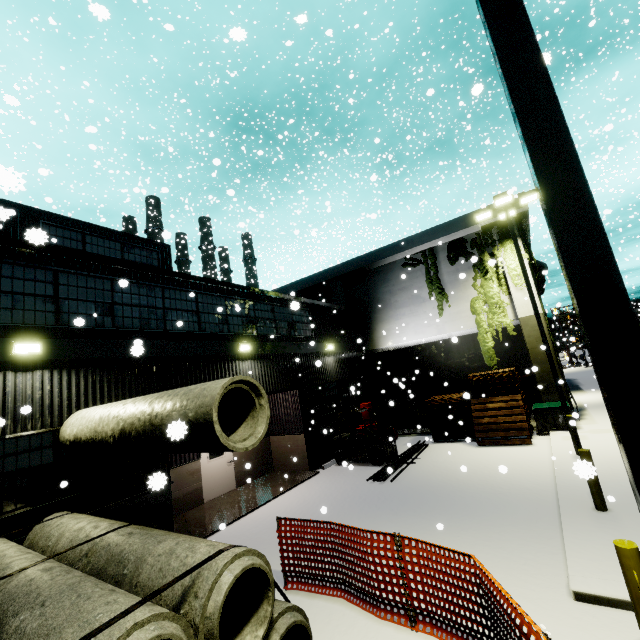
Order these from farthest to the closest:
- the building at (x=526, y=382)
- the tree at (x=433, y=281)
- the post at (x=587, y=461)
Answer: the building at (x=526, y=382)
the tree at (x=433, y=281)
the post at (x=587, y=461)

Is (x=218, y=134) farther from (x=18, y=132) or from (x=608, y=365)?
(x=608, y=365)

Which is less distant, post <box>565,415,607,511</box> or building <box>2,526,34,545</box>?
post <box>565,415,607,511</box>

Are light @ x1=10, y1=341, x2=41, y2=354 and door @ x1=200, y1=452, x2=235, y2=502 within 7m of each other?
yes

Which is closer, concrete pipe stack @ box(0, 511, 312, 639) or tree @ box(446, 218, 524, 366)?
concrete pipe stack @ box(0, 511, 312, 639)

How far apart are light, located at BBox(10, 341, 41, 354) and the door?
6.1 meters

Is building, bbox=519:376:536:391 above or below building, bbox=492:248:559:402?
below

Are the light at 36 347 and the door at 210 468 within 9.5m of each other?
yes
